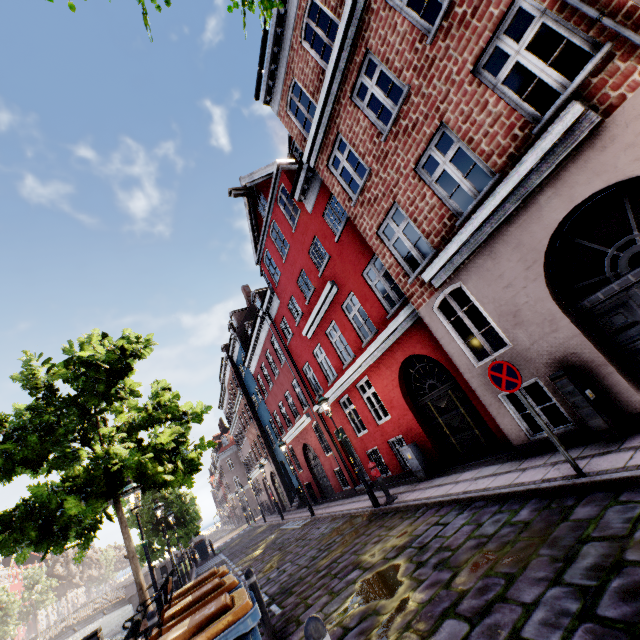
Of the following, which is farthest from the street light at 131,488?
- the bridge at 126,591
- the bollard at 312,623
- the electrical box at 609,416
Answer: the bridge at 126,591

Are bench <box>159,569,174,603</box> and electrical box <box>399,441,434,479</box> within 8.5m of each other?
yes

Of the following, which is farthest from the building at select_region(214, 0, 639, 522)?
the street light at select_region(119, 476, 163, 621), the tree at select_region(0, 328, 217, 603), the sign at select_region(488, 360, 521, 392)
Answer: the street light at select_region(119, 476, 163, 621)

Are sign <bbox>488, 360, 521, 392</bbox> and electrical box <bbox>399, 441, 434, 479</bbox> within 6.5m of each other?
yes

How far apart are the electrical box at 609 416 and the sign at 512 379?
1.15m

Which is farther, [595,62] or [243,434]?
[243,434]

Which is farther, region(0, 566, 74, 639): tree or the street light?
region(0, 566, 74, 639): tree

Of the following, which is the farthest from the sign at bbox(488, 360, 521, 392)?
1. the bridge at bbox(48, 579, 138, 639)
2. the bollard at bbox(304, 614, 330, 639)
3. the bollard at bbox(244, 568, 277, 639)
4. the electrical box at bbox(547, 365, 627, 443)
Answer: the bridge at bbox(48, 579, 138, 639)
